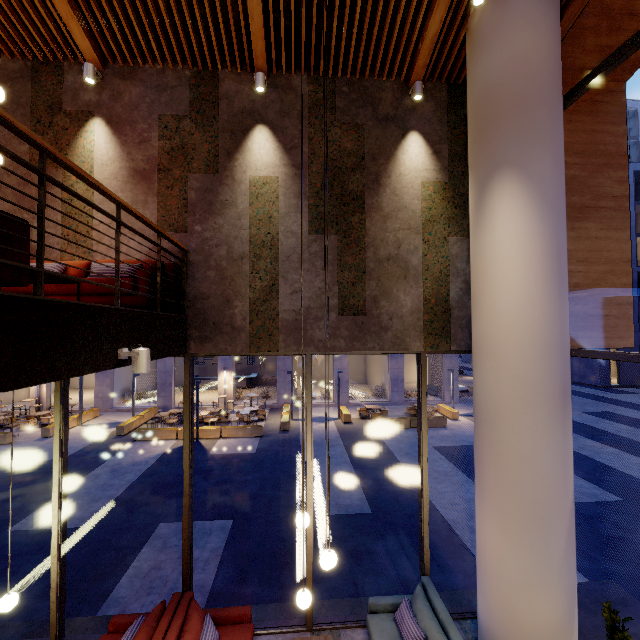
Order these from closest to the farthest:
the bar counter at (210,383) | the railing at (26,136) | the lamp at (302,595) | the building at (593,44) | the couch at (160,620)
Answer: the railing at (26,136)
the lamp at (302,595)
the couch at (160,620)
the building at (593,44)
the bar counter at (210,383)

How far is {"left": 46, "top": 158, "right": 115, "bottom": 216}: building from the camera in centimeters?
520cm

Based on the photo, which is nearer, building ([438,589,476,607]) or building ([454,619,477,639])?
building ([454,619,477,639])

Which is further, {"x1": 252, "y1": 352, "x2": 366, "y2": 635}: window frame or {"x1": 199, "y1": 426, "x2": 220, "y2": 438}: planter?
{"x1": 199, "y1": 426, "x2": 220, "y2": 438}: planter

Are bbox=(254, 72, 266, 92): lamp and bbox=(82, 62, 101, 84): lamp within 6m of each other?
yes

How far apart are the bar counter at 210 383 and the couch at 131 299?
23.4m

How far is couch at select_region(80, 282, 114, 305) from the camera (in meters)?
4.11

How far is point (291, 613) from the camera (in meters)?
5.62
